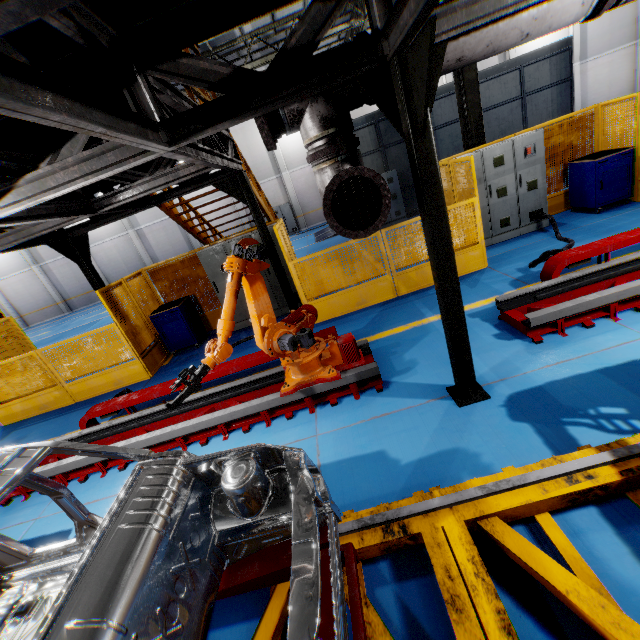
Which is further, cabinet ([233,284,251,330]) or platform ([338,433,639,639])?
cabinet ([233,284,251,330])

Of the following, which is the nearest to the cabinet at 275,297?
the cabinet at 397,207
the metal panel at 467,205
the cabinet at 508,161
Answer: the metal panel at 467,205

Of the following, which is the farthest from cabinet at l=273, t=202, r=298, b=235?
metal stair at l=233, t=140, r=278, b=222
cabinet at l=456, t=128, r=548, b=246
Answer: cabinet at l=456, t=128, r=548, b=246

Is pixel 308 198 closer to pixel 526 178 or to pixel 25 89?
pixel 526 178

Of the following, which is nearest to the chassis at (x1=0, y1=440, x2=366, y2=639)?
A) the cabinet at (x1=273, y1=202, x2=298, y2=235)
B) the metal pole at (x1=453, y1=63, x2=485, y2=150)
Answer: the metal pole at (x1=453, y1=63, x2=485, y2=150)

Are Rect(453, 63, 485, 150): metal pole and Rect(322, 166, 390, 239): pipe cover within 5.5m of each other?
no

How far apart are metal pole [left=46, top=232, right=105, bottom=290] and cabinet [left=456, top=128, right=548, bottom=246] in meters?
8.1

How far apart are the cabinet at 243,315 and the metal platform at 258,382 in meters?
3.0 m
